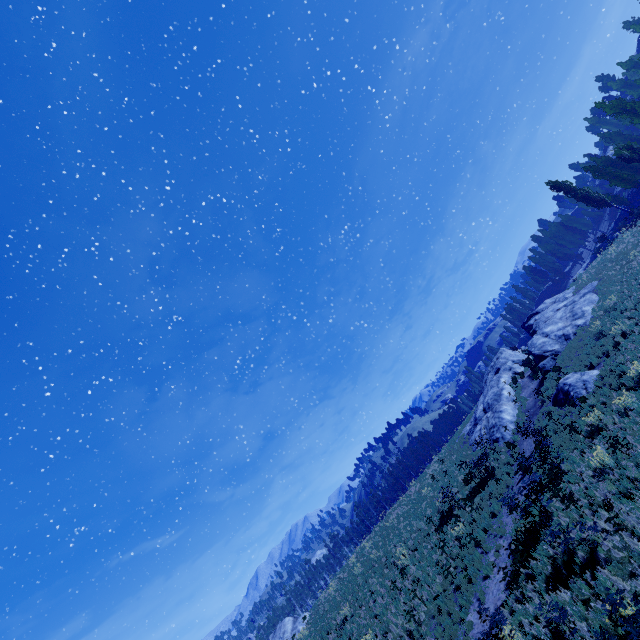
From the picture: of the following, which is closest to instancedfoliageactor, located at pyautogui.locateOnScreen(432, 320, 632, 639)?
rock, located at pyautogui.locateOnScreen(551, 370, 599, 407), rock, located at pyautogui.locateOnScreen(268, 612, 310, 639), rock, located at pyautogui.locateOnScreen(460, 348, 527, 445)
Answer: rock, located at pyautogui.locateOnScreen(268, 612, 310, 639)

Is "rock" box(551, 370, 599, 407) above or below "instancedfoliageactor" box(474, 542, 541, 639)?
above

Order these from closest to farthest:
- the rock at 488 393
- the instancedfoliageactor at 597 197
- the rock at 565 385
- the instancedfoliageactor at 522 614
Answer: the instancedfoliageactor at 522 614 → the rock at 565 385 → the rock at 488 393 → the instancedfoliageactor at 597 197

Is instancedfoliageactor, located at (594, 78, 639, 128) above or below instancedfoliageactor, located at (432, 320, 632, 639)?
above

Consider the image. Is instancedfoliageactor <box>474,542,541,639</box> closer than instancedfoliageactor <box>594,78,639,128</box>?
Yes

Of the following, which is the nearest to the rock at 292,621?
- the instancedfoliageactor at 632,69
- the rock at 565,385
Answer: the instancedfoliageactor at 632,69

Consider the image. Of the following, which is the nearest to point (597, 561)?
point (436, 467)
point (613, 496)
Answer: point (613, 496)
